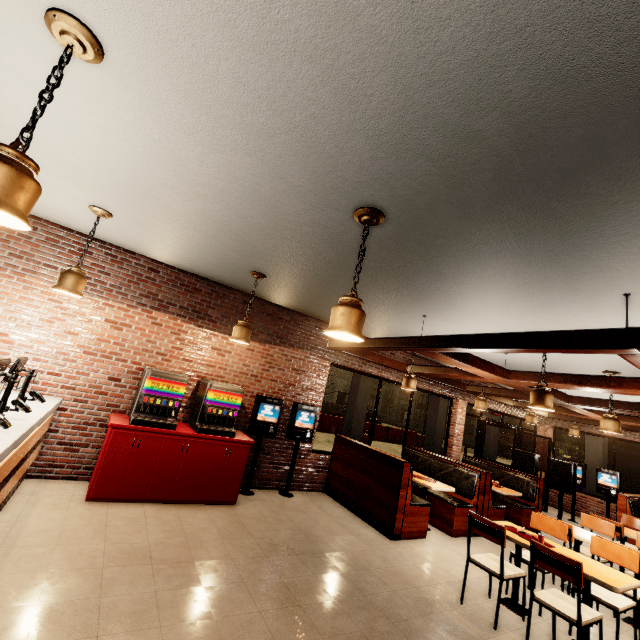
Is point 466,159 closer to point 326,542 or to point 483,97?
point 483,97

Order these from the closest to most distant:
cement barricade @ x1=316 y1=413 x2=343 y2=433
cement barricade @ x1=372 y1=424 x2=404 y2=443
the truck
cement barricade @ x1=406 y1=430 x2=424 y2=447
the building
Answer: the building
cement barricade @ x1=316 y1=413 x2=343 y2=433
cement barricade @ x1=372 y1=424 x2=404 y2=443
cement barricade @ x1=406 y1=430 x2=424 y2=447
the truck

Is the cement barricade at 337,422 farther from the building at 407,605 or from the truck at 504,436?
the truck at 504,436

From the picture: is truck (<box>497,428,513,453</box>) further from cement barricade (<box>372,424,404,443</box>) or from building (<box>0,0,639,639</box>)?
building (<box>0,0,639,639</box>)

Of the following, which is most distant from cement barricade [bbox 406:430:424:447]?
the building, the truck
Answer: the truck

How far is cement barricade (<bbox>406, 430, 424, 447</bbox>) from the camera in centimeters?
2098cm

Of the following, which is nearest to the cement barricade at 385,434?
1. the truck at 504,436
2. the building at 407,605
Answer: the building at 407,605
